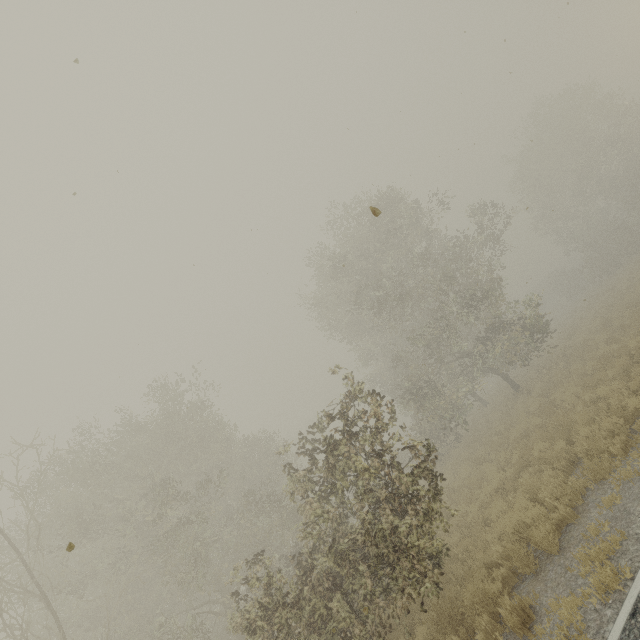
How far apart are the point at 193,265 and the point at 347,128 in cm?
631

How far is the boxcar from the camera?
55.8m

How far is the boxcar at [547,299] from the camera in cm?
5575

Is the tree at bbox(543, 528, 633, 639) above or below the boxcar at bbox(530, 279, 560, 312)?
below

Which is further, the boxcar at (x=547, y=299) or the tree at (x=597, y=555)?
the boxcar at (x=547, y=299)

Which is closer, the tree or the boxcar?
the tree
